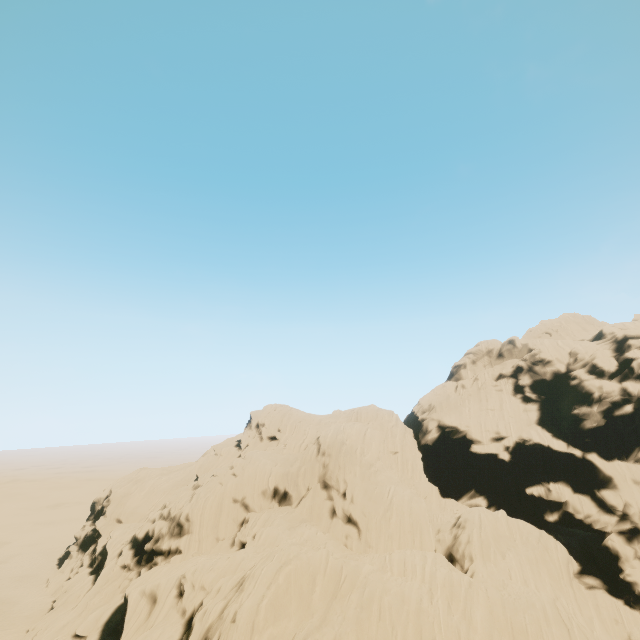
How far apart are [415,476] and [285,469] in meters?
21.7 m
